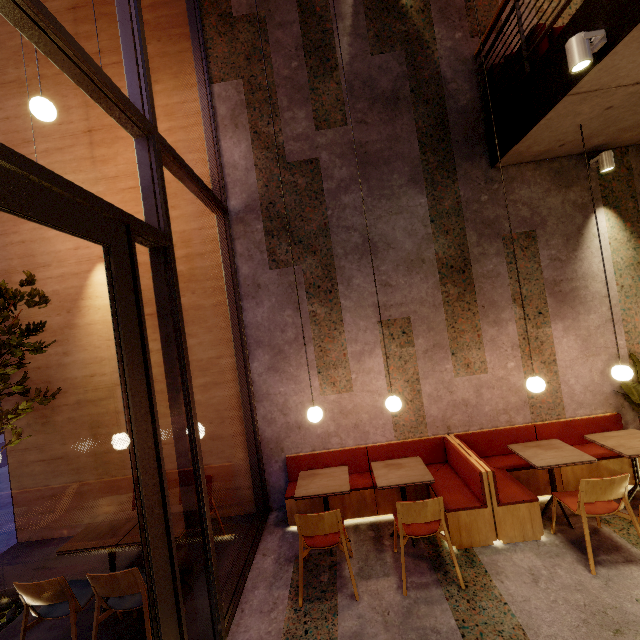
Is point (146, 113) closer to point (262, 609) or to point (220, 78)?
point (220, 78)

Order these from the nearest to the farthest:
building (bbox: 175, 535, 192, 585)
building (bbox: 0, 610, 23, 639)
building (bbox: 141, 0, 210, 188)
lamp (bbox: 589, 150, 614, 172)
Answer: building (bbox: 0, 610, 23, 639)
building (bbox: 175, 535, 192, 585)
lamp (bbox: 589, 150, 614, 172)
building (bbox: 141, 0, 210, 188)

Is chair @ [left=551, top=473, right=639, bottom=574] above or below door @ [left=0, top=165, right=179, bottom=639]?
below

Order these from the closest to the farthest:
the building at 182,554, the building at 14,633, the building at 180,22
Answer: the building at 14,633 < the building at 182,554 < the building at 180,22

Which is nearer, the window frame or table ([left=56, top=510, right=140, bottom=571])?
the window frame

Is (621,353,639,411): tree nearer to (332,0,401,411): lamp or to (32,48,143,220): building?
(32,48,143,220): building

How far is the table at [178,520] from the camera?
3.2m

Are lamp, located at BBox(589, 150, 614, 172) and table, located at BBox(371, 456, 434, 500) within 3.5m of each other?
no
